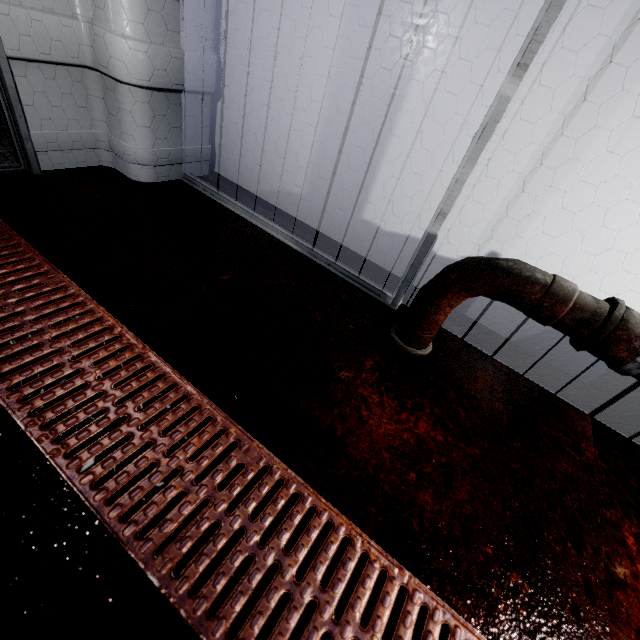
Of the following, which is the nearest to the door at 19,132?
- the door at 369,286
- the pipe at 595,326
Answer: the door at 369,286

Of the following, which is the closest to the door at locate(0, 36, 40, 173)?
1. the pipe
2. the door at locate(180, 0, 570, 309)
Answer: the door at locate(180, 0, 570, 309)

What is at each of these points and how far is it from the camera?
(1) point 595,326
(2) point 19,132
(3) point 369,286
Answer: (1) pipe, 1.1m
(2) door, 1.7m
(3) door, 1.8m

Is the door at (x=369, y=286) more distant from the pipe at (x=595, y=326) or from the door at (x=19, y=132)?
the door at (x=19, y=132)

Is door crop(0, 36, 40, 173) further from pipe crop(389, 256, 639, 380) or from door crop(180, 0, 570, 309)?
pipe crop(389, 256, 639, 380)
